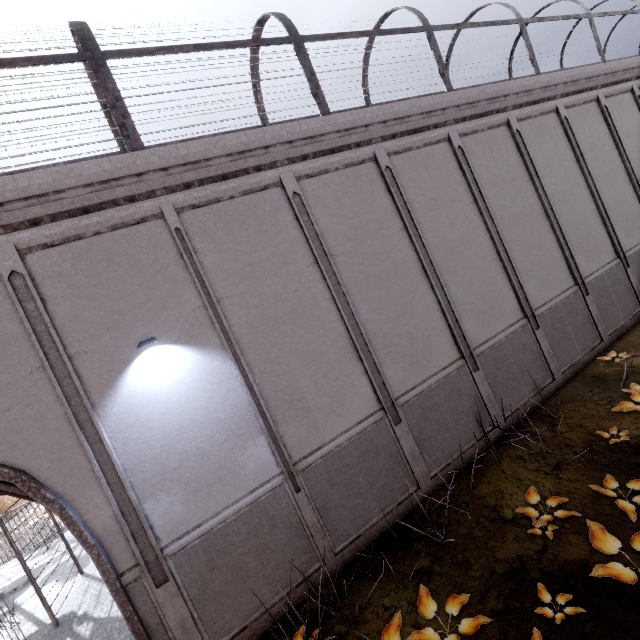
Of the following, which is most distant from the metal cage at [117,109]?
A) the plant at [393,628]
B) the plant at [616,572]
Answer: the plant at [616,572]

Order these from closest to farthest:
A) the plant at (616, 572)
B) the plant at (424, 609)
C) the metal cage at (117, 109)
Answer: the plant at (616, 572)
the plant at (424, 609)
the metal cage at (117, 109)

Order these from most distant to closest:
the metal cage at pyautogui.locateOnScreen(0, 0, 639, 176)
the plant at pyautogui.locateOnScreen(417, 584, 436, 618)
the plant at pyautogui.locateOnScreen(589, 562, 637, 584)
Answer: the metal cage at pyautogui.locateOnScreen(0, 0, 639, 176) < the plant at pyautogui.locateOnScreen(417, 584, 436, 618) < the plant at pyautogui.locateOnScreen(589, 562, 637, 584)

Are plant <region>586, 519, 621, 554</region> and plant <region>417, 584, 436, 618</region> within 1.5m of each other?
no

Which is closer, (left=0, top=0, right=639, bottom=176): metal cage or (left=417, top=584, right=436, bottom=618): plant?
(left=417, top=584, right=436, bottom=618): plant

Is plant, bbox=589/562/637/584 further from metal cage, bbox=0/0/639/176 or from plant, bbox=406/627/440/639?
metal cage, bbox=0/0/639/176

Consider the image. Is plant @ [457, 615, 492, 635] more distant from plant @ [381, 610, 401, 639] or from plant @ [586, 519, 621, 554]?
plant @ [586, 519, 621, 554]

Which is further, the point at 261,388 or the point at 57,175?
the point at 261,388
